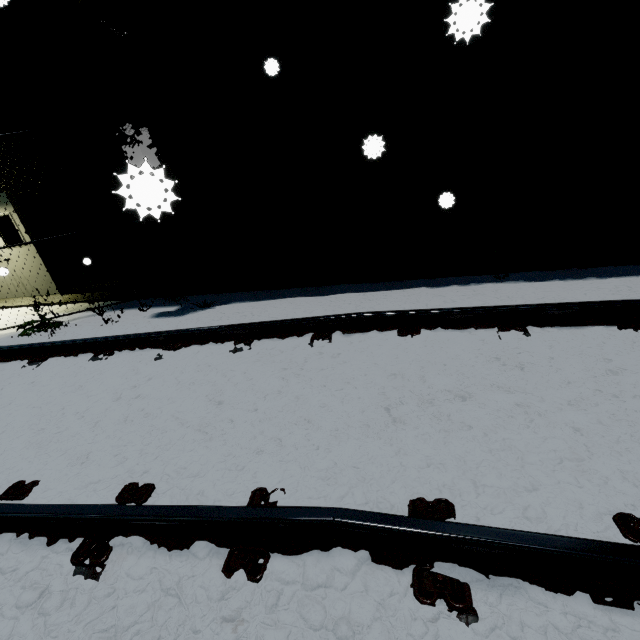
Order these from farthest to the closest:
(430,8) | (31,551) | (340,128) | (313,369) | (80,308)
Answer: (80,308) → (340,128) → (430,8) → (313,369) → (31,551)
